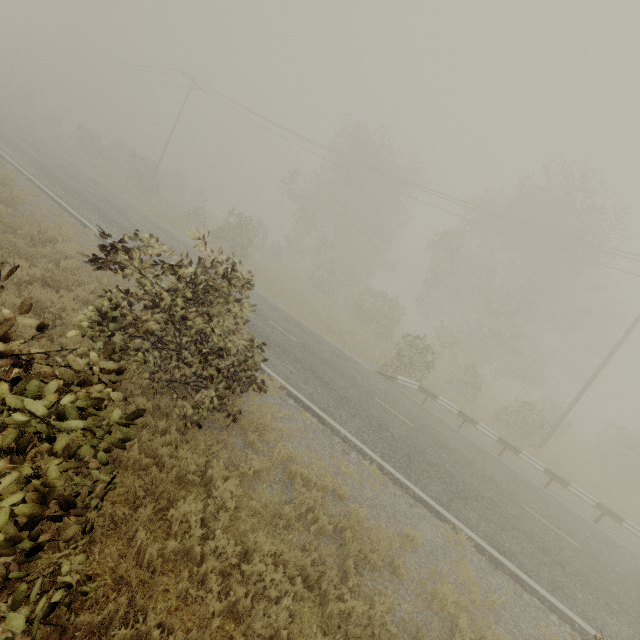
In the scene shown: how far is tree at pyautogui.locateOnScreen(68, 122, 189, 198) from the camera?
32.06m

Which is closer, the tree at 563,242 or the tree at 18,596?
the tree at 18,596

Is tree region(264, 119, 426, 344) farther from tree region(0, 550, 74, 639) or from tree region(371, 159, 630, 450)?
tree region(371, 159, 630, 450)

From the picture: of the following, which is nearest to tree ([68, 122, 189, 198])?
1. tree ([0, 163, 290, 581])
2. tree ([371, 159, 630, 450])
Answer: tree ([0, 163, 290, 581])

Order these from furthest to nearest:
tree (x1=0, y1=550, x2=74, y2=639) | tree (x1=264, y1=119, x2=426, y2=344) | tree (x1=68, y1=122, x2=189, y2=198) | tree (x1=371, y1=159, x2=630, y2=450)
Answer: tree (x1=68, y1=122, x2=189, y2=198) → tree (x1=264, y1=119, x2=426, y2=344) → tree (x1=371, y1=159, x2=630, y2=450) → tree (x1=0, y1=550, x2=74, y2=639)

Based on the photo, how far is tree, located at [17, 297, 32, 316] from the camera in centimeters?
238cm

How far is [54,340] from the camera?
7.1 meters
